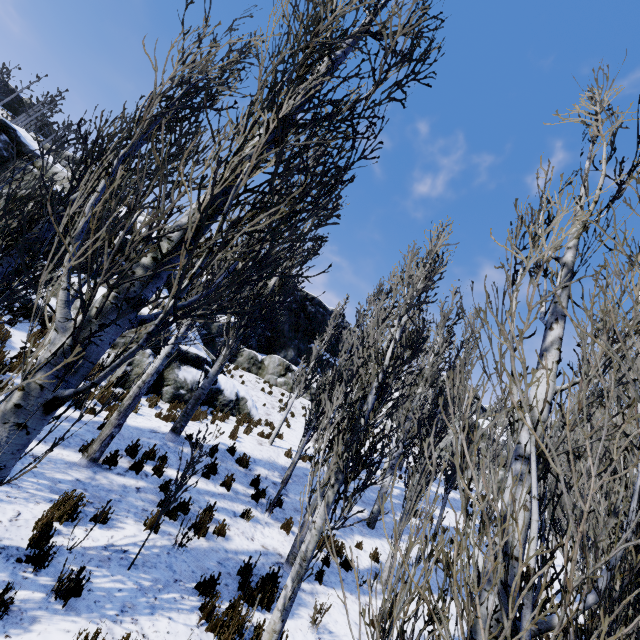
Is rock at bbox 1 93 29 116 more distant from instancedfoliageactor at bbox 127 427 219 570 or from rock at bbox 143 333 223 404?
rock at bbox 143 333 223 404

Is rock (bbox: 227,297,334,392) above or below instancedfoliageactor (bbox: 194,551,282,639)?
above

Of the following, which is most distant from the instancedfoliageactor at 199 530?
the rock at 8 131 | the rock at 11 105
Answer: the rock at 11 105

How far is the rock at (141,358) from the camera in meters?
11.5

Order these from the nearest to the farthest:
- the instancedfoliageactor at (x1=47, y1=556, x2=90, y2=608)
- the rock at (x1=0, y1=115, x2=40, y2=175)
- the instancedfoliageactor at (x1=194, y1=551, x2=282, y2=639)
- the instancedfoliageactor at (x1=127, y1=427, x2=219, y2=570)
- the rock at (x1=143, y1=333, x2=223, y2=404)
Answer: the instancedfoliageactor at (x1=47, y1=556, x2=90, y2=608)
the instancedfoliageactor at (x1=194, y1=551, x2=282, y2=639)
the instancedfoliageactor at (x1=127, y1=427, x2=219, y2=570)
the rock at (x1=143, y1=333, x2=223, y2=404)
the rock at (x1=0, y1=115, x2=40, y2=175)

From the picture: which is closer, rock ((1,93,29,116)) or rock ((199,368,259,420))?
rock ((199,368,259,420))

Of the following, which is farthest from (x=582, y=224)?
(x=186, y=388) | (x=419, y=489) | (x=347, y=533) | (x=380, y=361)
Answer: (x=419, y=489)
